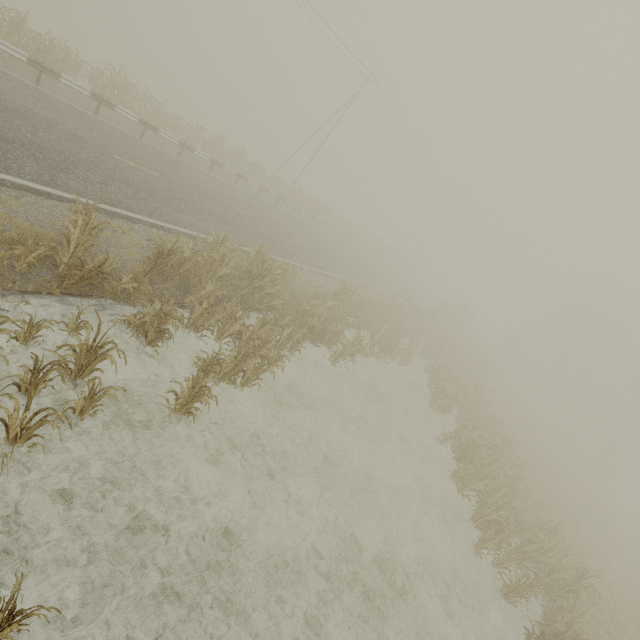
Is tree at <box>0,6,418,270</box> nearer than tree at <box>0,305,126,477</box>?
No

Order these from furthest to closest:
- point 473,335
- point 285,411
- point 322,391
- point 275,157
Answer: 1. point 275,157
2. point 473,335
3. point 322,391
4. point 285,411

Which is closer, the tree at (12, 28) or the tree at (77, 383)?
the tree at (77, 383)
